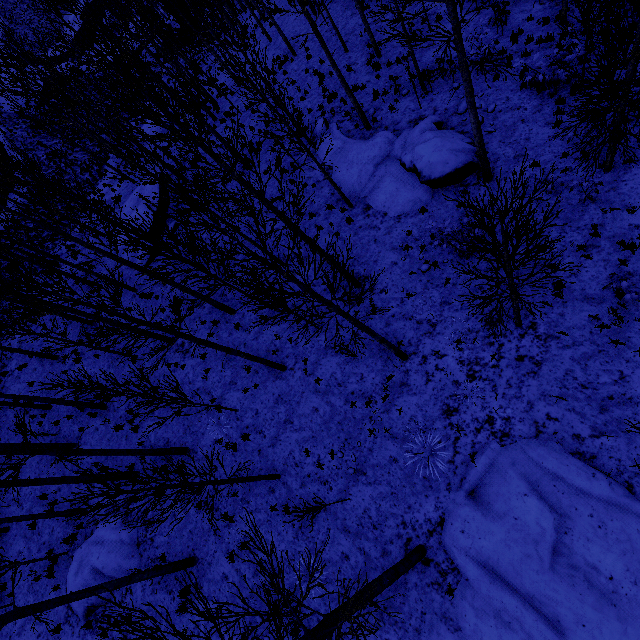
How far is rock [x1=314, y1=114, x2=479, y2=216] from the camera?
11.7 meters

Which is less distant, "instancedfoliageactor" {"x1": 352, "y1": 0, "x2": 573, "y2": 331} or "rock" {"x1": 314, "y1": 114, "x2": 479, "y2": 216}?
"instancedfoliageactor" {"x1": 352, "y1": 0, "x2": 573, "y2": 331}

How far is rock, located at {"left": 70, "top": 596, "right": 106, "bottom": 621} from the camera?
11.90m

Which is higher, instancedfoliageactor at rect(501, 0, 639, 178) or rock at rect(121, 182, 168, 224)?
rock at rect(121, 182, 168, 224)

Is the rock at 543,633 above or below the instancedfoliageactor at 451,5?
below

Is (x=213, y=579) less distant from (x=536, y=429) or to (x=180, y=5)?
(x=536, y=429)

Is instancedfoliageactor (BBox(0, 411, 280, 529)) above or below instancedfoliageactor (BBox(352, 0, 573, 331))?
below

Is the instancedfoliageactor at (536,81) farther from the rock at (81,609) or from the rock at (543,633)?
the rock at (81,609)
